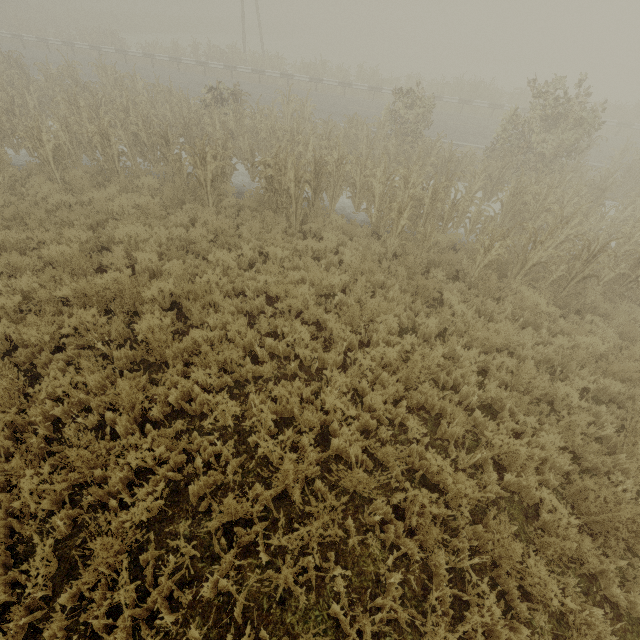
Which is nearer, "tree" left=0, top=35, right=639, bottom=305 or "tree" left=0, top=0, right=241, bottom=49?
"tree" left=0, top=35, right=639, bottom=305

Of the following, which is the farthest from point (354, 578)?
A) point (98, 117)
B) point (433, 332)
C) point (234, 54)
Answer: point (234, 54)

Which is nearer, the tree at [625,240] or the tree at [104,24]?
the tree at [625,240]
